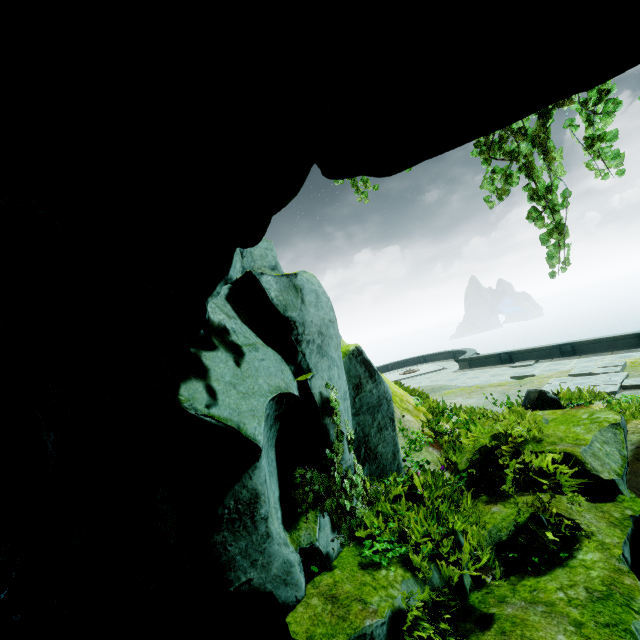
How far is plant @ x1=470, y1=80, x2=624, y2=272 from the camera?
4.1 meters

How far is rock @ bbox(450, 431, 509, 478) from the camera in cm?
596

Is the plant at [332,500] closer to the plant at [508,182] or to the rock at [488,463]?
the rock at [488,463]

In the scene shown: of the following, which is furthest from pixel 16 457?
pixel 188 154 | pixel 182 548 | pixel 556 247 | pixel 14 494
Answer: pixel 556 247

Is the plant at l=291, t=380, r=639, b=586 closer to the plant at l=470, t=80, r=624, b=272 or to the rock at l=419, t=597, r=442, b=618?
the rock at l=419, t=597, r=442, b=618

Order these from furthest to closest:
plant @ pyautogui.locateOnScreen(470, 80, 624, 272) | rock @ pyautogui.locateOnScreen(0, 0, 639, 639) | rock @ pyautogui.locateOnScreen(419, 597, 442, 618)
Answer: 1. plant @ pyautogui.locateOnScreen(470, 80, 624, 272)
2. rock @ pyautogui.locateOnScreen(419, 597, 442, 618)
3. rock @ pyautogui.locateOnScreen(0, 0, 639, 639)
